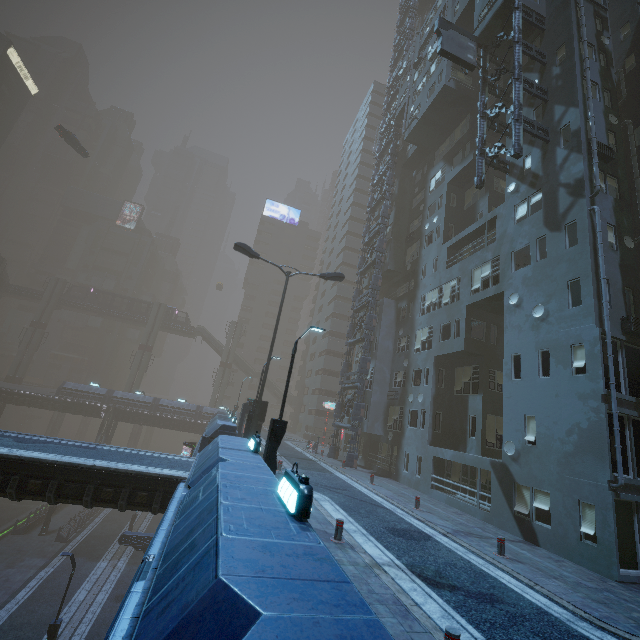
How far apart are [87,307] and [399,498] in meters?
61.7 m

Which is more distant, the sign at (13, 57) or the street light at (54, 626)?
the sign at (13, 57)

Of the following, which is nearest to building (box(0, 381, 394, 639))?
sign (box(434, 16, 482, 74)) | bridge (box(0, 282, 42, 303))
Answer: sign (box(434, 16, 482, 74))

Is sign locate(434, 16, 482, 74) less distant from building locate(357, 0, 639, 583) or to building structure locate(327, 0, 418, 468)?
building locate(357, 0, 639, 583)

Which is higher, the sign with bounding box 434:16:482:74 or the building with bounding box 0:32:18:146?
the building with bounding box 0:32:18:146

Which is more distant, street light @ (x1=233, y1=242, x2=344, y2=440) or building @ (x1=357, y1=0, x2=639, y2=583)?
street light @ (x1=233, y1=242, x2=344, y2=440)

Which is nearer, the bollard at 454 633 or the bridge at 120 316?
the bollard at 454 633

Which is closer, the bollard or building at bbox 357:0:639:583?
the bollard
